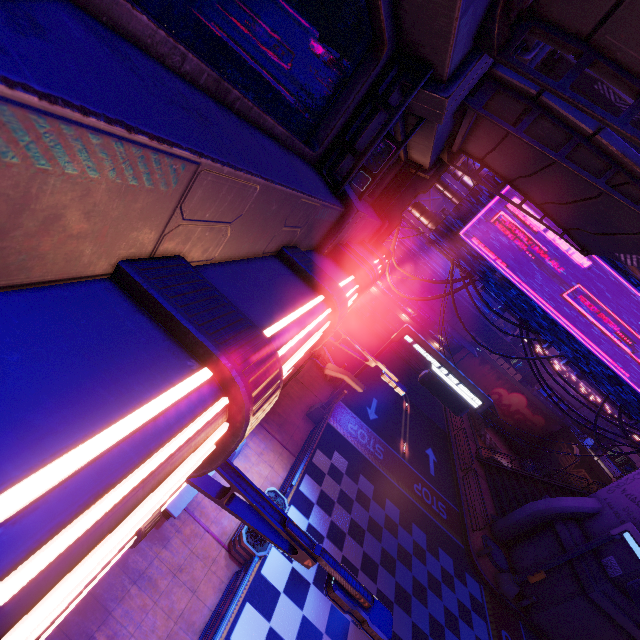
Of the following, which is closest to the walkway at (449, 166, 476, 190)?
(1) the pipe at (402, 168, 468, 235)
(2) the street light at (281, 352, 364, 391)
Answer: (1) the pipe at (402, 168, 468, 235)

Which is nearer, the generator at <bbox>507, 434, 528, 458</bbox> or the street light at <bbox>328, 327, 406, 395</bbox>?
the street light at <bbox>328, 327, 406, 395</bbox>

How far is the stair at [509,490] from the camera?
24.0 meters

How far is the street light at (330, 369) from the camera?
9.7m

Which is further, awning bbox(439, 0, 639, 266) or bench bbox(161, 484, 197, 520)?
bench bbox(161, 484, 197, 520)

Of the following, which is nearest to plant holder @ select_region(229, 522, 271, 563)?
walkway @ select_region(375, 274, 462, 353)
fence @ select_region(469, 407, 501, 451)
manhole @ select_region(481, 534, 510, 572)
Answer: manhole @ select_region(481, 534, 510, 572)

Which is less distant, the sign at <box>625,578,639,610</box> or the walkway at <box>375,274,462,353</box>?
the sign at <box>625,578,639,610</box>

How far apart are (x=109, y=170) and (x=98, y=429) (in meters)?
0.83
